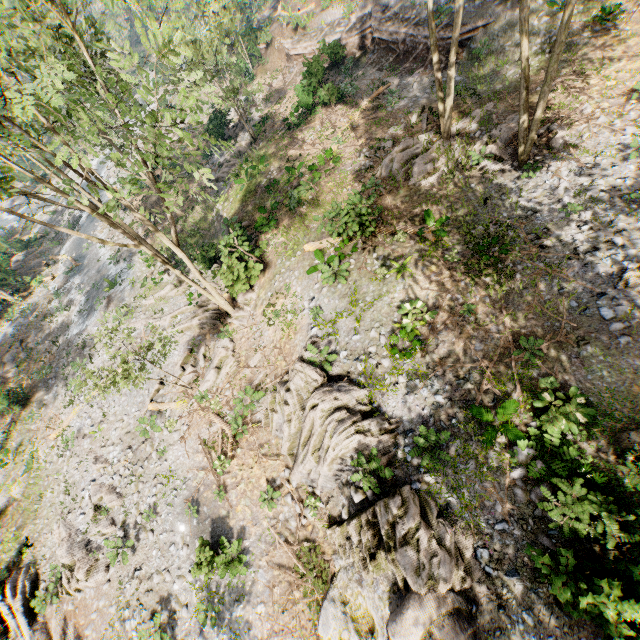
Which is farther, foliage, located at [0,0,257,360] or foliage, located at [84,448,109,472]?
foliage, located at [84,448,109,472]

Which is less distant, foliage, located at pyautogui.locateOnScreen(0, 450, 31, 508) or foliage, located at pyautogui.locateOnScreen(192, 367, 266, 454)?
foliage, located at pyautogui.locateOnScreen(192, 367, 266, 454)

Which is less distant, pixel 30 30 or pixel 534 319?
pixel 30 30

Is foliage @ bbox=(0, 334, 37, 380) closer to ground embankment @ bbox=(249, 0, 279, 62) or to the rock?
the rock

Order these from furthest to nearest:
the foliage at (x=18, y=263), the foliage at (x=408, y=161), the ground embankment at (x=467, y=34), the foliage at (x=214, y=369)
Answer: the foliage at (x=18, y=263) → the ground embankment at (x=467, y=34) → the foliage at (x=408, y=161) → the foliage at (x=214, y=369)

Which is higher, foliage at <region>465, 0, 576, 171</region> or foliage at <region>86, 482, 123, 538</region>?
foliage at <region>465, 0, 576, 171</region>

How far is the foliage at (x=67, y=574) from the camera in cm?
1448

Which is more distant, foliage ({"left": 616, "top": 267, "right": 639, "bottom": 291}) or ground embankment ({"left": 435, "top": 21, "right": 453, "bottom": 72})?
ground embankment ({"left": 435, "top": 21, "right": 453, "bottom": 72})
